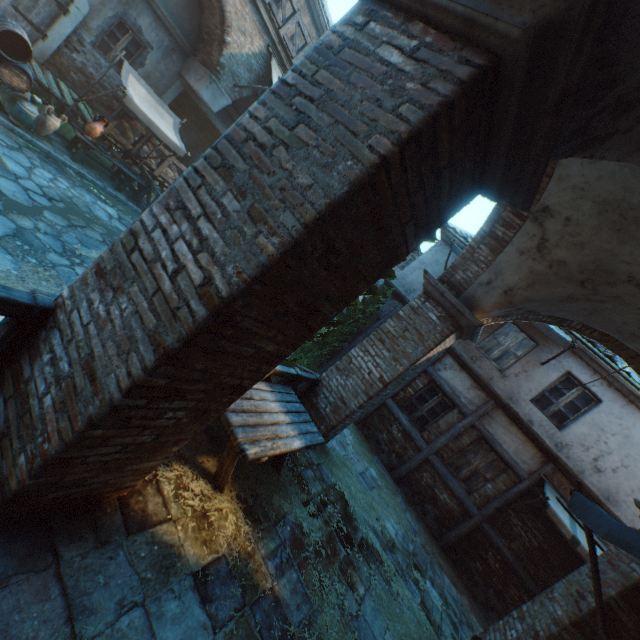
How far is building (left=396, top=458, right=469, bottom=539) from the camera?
8.9m

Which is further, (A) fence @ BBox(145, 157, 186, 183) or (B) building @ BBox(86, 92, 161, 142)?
(A) fence @ BBox(145, 157, 186, 183)

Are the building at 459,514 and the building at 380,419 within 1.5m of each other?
yes

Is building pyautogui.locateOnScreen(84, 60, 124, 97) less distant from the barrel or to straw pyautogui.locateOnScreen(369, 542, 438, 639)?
straw pyautogui.locateOnScreen(369, 542, 438, 639)

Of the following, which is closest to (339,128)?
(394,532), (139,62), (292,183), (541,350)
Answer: (292,183)

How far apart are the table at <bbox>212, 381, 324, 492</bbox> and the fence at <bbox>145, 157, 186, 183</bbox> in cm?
1051

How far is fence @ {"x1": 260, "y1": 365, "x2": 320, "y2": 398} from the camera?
5.1m

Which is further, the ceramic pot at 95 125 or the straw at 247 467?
the ceramic pot at 95 125
